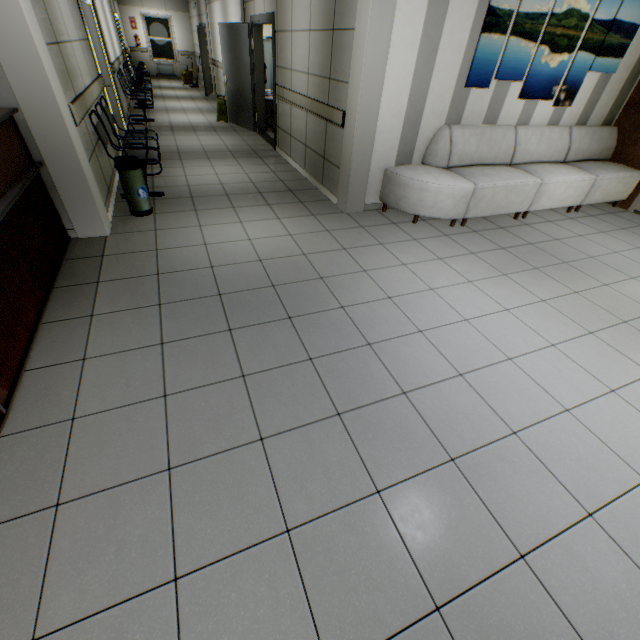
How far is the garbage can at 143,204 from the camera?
3.66m

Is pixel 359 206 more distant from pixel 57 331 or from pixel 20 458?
pixel 20 458

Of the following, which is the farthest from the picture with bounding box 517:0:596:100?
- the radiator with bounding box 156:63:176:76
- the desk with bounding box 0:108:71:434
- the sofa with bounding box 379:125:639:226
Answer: the radiator with bounding box 156:63:176:76

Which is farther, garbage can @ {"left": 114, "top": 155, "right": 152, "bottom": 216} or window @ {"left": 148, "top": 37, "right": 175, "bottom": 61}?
window @ {"left": 148, "top": 37, "right": 175, "bottom": 61}

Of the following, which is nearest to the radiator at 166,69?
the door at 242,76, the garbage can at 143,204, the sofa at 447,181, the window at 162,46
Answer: the window at 162,46

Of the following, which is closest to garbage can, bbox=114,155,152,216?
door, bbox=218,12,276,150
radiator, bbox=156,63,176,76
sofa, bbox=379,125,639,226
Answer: sofa, bbox=379,125,639,226

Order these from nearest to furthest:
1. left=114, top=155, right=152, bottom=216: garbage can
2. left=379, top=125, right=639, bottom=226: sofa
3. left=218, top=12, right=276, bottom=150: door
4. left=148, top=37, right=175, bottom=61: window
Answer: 1. left=114, top=155, right=152, bottom=216: garbage can
2. left=379, top=125, right=639, bottom=226: sofa
3. left=218, top=12, right=276, bottom=150: door
4. left=148, top=37, right=175, bottom=61: window

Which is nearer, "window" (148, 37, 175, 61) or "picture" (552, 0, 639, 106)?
"picture" (552, 0, 639, 106)
